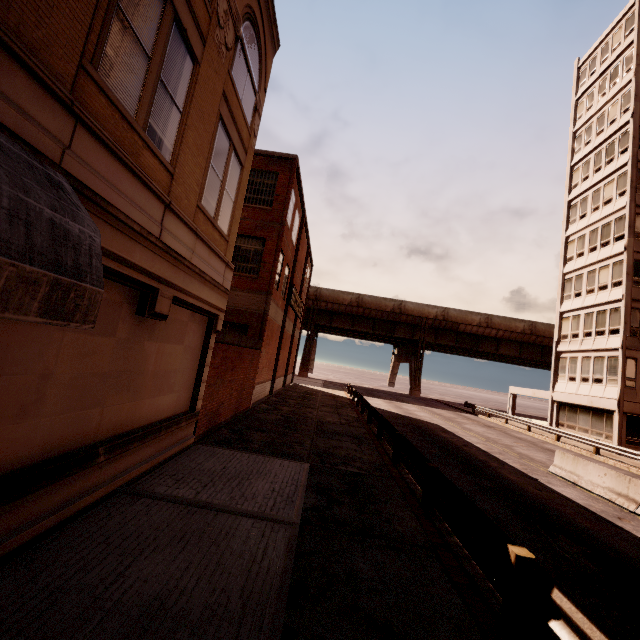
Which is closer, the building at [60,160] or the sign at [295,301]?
the building at [60,160]

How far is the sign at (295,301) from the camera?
23.8m

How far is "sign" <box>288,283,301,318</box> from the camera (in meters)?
23.77

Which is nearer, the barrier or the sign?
the barrier

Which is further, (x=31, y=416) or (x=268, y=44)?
(x=268, y=44)

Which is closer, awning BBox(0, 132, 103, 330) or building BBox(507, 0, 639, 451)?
awning BBox(0, 132, 103, 330)

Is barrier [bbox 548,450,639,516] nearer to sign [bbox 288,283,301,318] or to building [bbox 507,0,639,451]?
building [bbox 507,0,639,451]

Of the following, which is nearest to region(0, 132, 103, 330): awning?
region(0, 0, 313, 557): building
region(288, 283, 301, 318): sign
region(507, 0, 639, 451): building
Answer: region(0, 0, 313, 557): building
